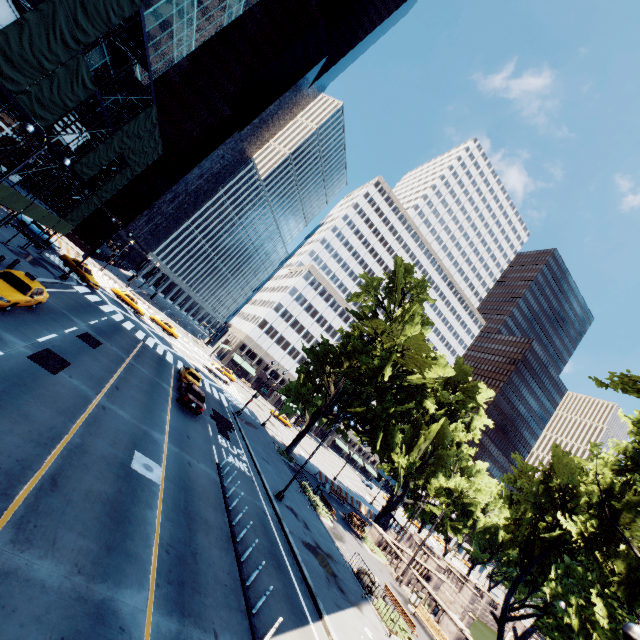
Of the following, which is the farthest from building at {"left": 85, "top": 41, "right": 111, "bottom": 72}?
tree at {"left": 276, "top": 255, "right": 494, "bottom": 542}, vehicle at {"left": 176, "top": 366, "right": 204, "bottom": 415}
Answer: tree at {"left": 276, "top": 255, "right": 494, "bottom": 542}

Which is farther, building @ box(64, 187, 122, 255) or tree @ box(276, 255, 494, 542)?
building @ box(64, 187, 122, 255)

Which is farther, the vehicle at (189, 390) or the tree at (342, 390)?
the tree at (342, 390)

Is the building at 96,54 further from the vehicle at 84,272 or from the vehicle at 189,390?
the vehicle at 189,390

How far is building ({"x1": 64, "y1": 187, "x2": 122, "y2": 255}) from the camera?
57.8 meters

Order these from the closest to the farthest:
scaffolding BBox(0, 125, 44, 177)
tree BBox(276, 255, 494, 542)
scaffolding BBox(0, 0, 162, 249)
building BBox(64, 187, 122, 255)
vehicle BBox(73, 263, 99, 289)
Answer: scaffolding BBox(0, 0, 162, 249) → scaffolding BBox(0, 125, 44, 177) → tree BBox(276, 255, 494, 542) → vehicle BBox(73, 263, 99, 289) → building BBox(64, 187, 122, 255)

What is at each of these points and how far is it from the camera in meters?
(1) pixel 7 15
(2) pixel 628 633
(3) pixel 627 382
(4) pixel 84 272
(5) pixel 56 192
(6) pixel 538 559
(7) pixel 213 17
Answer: (1) building, 15.9
(2) light, 7.6
(3) tree, 12.3
(4) vehicle, 35.3
(5) building, 56.1
(6) tree, 27.9
(7) building, 29.8

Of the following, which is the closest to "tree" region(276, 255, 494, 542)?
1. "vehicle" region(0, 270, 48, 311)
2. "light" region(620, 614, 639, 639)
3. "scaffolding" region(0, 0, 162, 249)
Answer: "light" region(620, 614, 639, 639)
